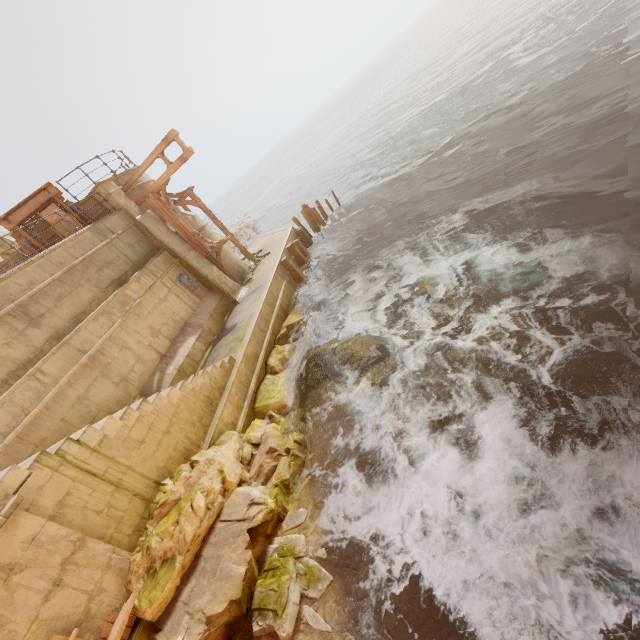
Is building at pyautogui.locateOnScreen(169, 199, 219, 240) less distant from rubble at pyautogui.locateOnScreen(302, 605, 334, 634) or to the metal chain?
the metal chain

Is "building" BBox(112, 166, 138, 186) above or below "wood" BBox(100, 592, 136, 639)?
above

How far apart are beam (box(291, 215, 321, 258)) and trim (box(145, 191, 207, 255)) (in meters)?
5.65

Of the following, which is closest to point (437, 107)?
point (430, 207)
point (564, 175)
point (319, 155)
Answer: point (430, 207)

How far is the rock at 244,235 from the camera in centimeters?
4091cm

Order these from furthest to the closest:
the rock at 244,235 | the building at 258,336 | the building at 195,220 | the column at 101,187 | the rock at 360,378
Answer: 1. the rock at 244,235
2. the building at 195,220
3. the column at 101,187
4. the building at 258,336
5. the rock at 360,378

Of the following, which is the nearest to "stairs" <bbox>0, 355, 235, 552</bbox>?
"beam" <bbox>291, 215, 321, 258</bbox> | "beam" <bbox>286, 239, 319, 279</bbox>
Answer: "beam" <bbox>286, 239, 319, 279</bbox>

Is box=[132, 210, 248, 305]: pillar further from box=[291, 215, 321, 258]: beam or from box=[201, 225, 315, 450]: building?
box=[291, 215, 321, 258]: beam
